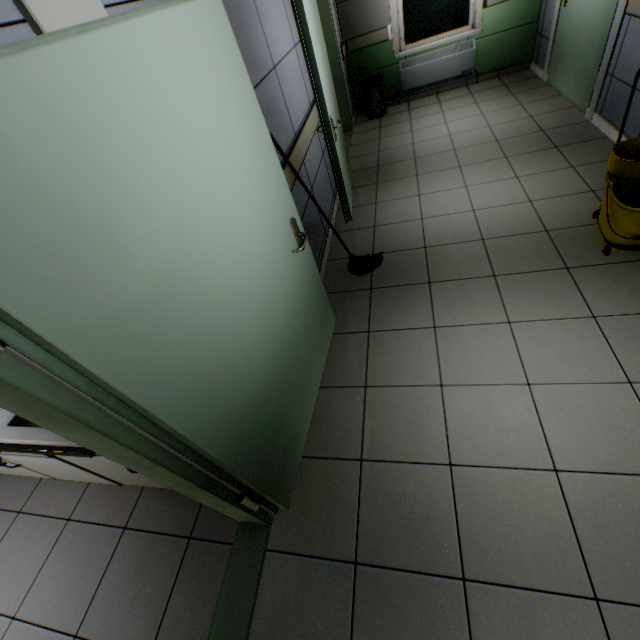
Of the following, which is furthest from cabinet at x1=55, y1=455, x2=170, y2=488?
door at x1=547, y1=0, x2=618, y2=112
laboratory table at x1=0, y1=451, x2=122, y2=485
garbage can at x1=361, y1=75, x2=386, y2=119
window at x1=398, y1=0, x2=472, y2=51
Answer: window at x1=398, y1=0, x2=472, y2=51

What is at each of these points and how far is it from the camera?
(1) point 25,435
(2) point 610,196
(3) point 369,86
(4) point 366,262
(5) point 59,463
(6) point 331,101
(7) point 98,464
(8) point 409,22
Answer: (1) sink, 1.4 meters
(2) bottle, 2.3 meters
(3) garbage can, 5.5 meters
(4) mop, 3.1 meters
(5) laboratory table, 1.9 meters
(6) door, 3.4 meters
(7) cabinet, 1.8 meters
(8) window, 5.3 meters

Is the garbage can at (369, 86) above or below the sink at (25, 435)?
below

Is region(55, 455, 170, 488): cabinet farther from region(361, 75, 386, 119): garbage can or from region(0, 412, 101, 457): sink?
region(361, 75, 386, 119): garbage can

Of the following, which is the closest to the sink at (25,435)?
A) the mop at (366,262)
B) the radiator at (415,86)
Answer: the mop at (366,262)

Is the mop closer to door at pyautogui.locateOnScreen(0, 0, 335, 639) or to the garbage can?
door at pyautogui.locateOnScreen(0, 0, 335, 639)

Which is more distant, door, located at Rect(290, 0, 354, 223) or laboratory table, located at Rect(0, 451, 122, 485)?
door, located at Rect(290, 0, 354, 223)

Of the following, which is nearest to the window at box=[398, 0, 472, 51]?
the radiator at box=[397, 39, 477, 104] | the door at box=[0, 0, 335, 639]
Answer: the radiator at box=[397, 39, 477, 104]
